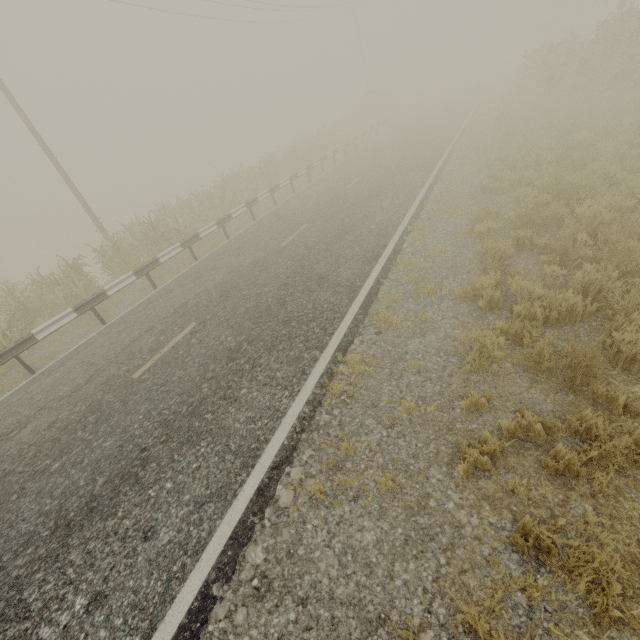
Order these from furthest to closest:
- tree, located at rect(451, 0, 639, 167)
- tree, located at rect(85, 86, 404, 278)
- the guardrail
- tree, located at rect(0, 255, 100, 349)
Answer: tree, located at rect(451, 0, 639, 167) < tree, located at rect(85, 86, 404, 278) < tree, located at rect(0, 255, 100, 349) < the guardrail

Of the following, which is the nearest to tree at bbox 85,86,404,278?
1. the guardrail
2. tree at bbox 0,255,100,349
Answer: the guardrail

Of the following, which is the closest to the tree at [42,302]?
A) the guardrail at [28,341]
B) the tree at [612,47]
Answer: the guardrail at [28,341]

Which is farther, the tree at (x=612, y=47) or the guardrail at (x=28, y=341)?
the tree at (x=612, y=47)

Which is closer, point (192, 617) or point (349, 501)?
point (192, 617)

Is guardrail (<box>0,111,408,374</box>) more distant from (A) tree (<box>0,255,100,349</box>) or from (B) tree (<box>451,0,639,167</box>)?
(B) tree (<box>451,0,639,167</box>)

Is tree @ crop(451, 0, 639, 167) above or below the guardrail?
above
